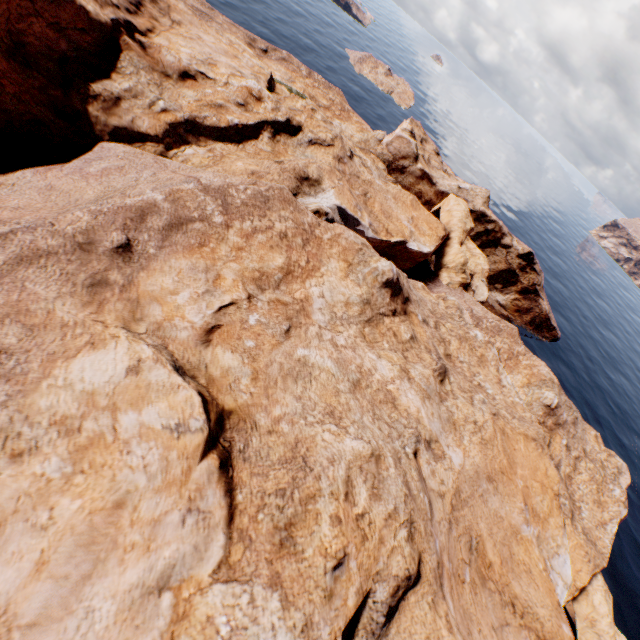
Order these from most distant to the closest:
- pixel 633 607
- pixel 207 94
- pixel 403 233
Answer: pixel 403 233 → pixel 633 607 → pixel 207 94
